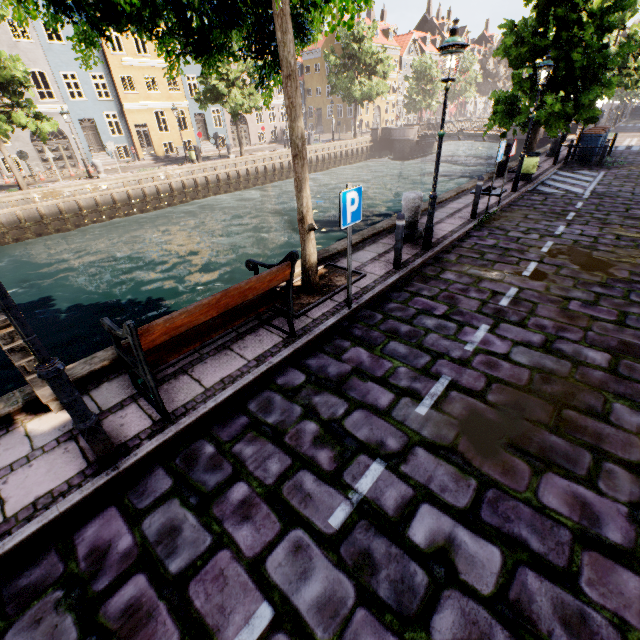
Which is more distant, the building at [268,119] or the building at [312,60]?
the building at [312,60]

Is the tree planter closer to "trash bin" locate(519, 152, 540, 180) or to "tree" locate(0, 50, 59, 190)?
"tree" locate(0, 50, 59, 190)

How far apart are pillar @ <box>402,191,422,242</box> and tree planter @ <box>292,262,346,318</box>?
2.2m

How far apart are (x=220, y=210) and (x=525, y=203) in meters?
18.1

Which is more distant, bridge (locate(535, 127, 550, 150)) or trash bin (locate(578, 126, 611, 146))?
bridge (locate(535, 127, 550, 150))

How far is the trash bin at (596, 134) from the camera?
15.42m

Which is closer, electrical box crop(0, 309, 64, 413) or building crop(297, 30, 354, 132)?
electrical box crop(0, 309, 64, 413)

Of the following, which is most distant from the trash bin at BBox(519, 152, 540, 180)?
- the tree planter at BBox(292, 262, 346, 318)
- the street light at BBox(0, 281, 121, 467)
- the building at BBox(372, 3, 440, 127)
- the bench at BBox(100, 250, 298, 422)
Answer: the building at BBox(372, 3, 440, 127)
